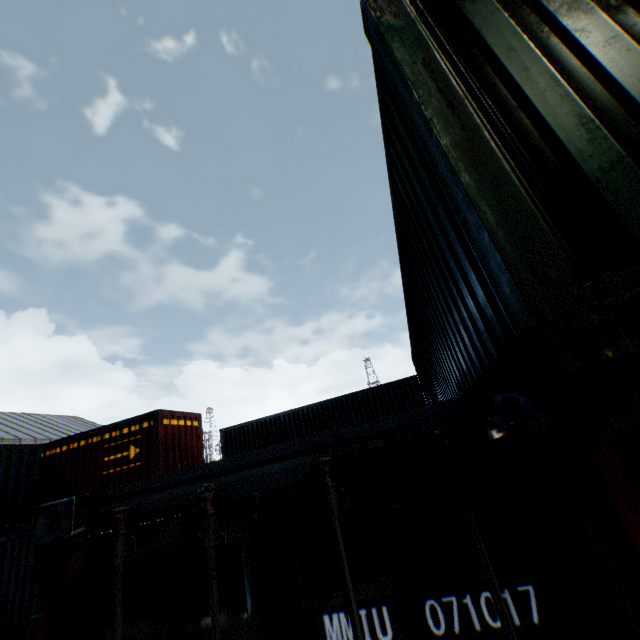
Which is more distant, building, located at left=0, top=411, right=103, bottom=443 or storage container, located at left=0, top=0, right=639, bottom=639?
building, located at left=0, top=411, right=103, bottom=443

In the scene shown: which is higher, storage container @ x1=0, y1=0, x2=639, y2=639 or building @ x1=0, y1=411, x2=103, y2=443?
building @ x1=0, y1=411, x2=103, y2=443

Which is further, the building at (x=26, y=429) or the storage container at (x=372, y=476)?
the building at (x=26, y=429)

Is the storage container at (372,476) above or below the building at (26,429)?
below

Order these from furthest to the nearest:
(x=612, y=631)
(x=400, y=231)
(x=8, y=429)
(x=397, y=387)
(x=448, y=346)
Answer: (x=8, y=429) < (x=397, y=387) < (x=400, y=231) < (x=448, y=346) < (x=612, y=631)
